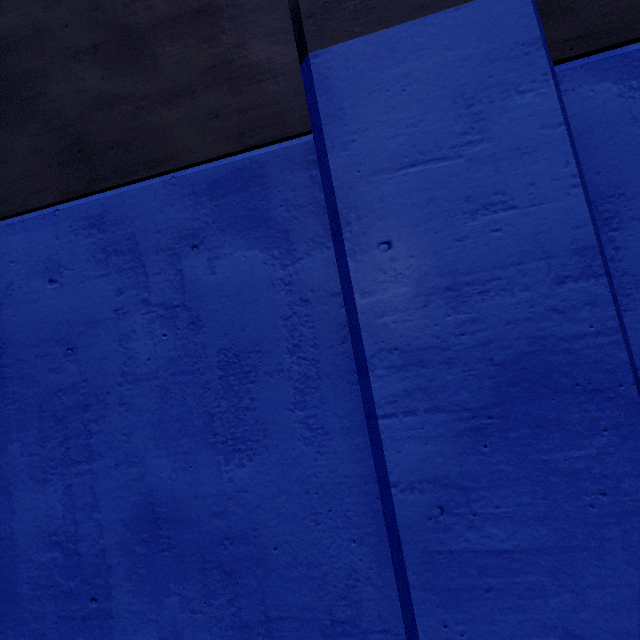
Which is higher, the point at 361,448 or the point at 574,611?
the point at 361,448
